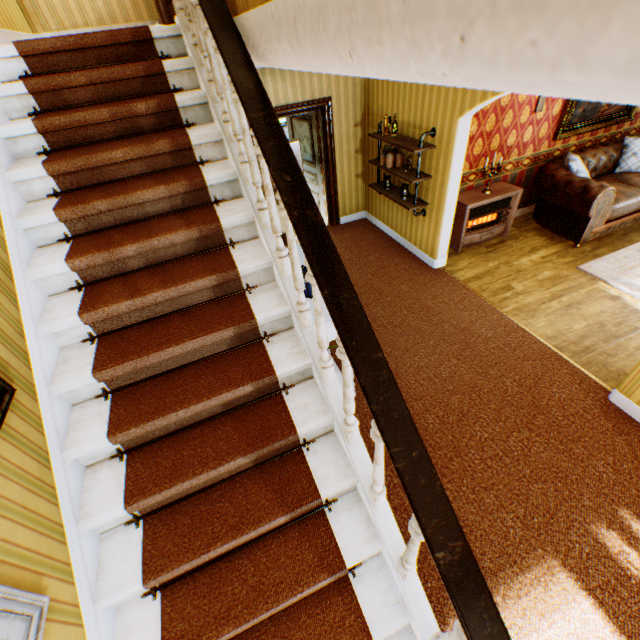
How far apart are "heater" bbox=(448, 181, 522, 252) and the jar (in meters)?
1.08

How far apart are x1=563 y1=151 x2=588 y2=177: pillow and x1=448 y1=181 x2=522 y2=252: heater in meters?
0.8

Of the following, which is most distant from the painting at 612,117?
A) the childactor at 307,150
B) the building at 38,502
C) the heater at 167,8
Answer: the heater at 167,8

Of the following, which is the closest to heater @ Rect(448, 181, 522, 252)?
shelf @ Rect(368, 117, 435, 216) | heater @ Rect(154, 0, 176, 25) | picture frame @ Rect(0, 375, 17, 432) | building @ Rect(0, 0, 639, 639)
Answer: building @ Rect(0, 0, 639, 639)

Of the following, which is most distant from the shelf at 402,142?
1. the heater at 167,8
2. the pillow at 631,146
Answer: the pillow at 631,146

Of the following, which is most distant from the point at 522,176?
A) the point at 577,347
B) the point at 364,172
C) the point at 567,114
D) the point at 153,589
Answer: the point at 153,589

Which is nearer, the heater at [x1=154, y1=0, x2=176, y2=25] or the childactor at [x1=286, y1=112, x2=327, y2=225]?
the heater at [x1=154, y1=0, x2=176, y2=25]

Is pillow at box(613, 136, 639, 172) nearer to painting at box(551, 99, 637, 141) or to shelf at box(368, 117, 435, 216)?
painting at box(551, 99, 637, 141)
